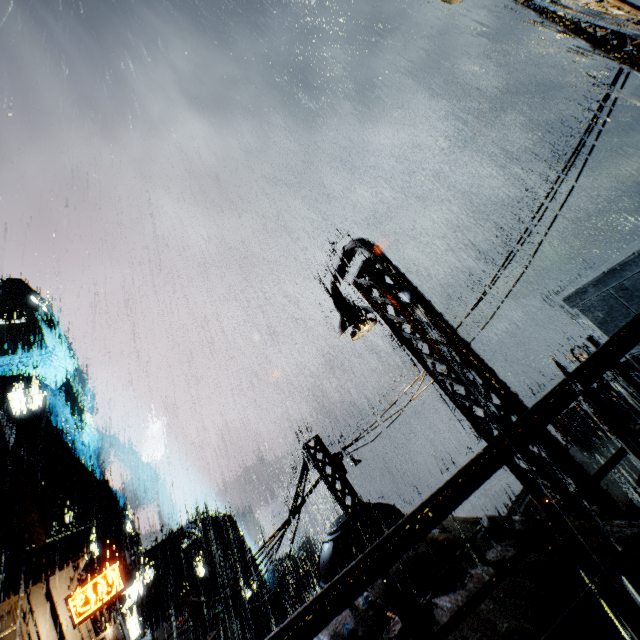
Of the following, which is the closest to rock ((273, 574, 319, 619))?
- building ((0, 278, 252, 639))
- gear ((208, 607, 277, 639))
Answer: building ((0, 278, 252, 639))

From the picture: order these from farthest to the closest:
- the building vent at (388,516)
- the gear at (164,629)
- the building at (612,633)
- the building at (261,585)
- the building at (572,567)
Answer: the building at (261,585)
the gear at (164,629)
the building vent at (388,516)
the building at (572,567)
the building at (612,633)

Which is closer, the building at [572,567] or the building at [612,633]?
the building at [612,633]

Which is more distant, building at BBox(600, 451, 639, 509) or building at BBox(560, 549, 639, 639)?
building at BBox(600, 451, 639, 509)

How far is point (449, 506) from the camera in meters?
1.6

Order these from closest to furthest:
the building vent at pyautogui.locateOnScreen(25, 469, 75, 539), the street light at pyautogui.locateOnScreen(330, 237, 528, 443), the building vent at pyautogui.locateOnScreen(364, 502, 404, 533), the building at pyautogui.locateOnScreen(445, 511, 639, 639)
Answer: the building at pyautogui.locateOnScreen(445, 511, 639, 639)
the street light at pyautogui.locateOnScreen(330, 237, 528, 443)
the building vent at pyautogui.locateOnScreen(364, 502, 404, 533)
the building vent at pyautogui.locateOnScreen(25, 469, 75, 539)

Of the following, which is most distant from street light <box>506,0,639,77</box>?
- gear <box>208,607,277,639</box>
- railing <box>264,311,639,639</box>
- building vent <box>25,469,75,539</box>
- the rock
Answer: the rock

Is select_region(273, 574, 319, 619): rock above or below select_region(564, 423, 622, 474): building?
below
